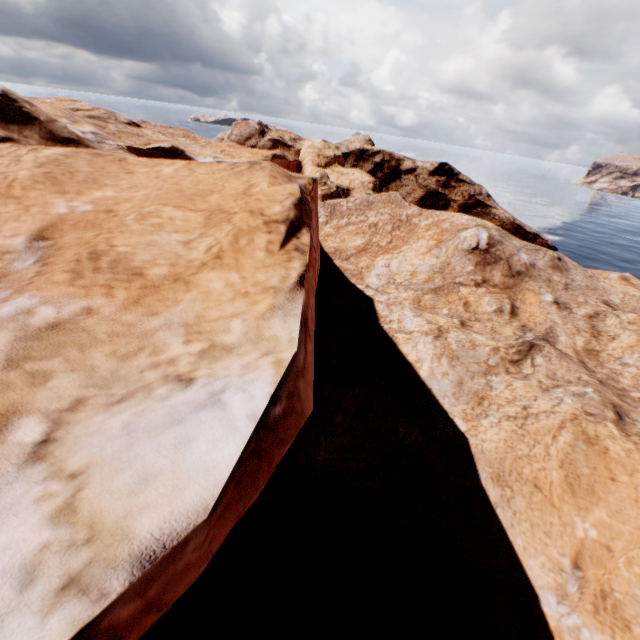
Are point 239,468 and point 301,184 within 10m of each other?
yes
